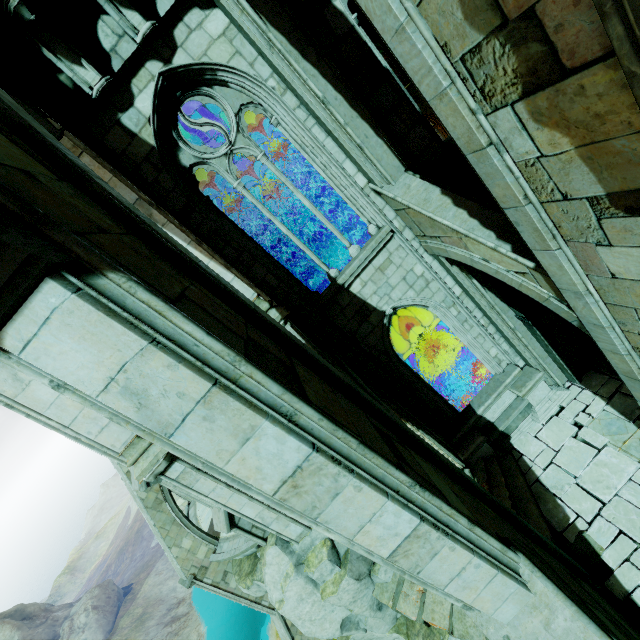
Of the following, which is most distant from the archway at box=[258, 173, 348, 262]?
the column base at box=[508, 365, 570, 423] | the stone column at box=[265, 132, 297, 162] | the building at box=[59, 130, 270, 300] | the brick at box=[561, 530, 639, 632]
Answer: the brick at box=[561, 530, 639, 632]

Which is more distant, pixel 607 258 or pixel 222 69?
pixel 222 69

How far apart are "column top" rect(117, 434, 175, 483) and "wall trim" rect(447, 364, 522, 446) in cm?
769

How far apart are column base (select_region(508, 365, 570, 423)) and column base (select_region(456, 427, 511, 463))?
1.2m

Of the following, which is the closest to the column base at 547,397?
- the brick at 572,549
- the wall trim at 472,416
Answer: the wall trim at 472,416

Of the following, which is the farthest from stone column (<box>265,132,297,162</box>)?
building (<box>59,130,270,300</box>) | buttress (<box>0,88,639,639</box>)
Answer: buttress (<box>0,88,639,639</box>)

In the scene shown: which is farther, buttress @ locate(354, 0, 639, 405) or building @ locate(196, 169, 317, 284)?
building @ locate(196, 169, 317, 284)

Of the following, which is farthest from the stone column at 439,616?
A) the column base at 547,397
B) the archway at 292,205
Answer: the archway at 292,205
